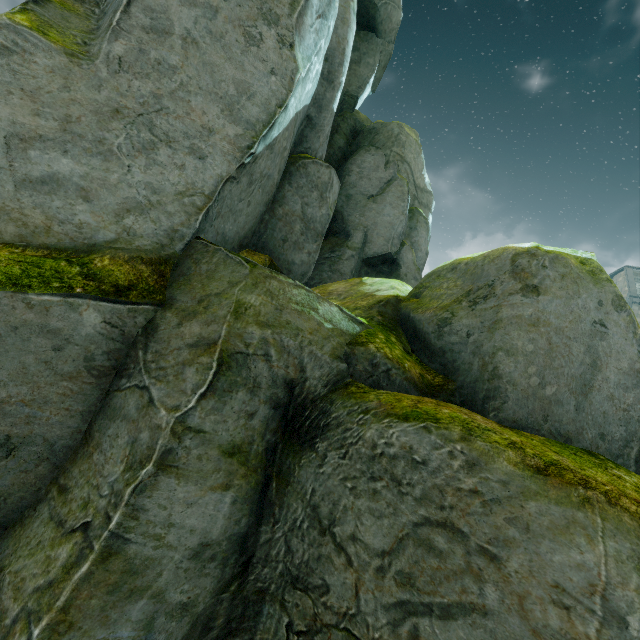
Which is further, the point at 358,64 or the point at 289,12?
the point at 358,64

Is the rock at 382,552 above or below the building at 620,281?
below

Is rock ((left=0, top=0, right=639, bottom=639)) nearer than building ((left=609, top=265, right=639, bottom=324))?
Yes

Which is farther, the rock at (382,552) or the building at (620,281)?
the building at (620,281)

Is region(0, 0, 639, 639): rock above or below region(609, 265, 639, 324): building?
below
